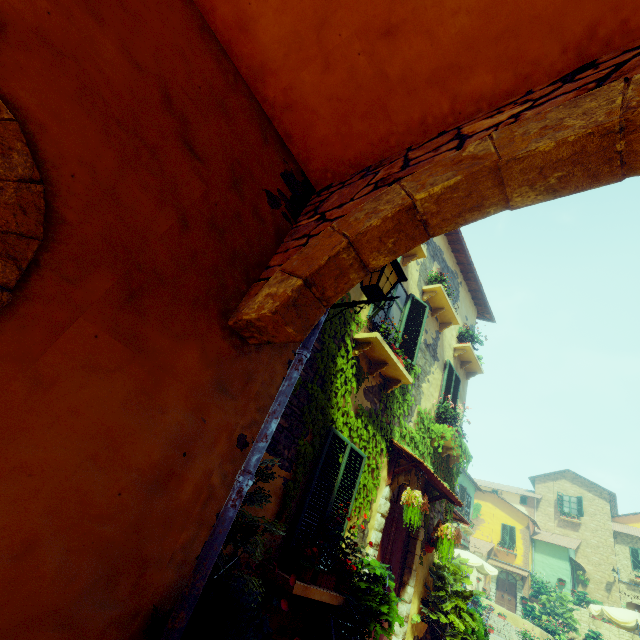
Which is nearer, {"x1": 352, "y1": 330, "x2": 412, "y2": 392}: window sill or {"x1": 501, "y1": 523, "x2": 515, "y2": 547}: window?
{"x1": 352, "y1": 330, "x2": 412, "y2": 392}: window sill

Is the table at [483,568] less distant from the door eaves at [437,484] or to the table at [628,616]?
the table at [628,616]

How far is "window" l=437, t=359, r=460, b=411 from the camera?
8.4m

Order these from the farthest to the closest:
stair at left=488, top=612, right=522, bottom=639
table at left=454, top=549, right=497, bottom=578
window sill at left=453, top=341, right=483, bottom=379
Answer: stair at left=488, top=612, right=522, bottom=639, table at left=454, top=549, right=497, bottom=578, window sill at left=453, top=341, right=483, bottom=379

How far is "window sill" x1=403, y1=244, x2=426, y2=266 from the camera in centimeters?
722cm

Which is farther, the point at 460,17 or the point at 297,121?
the point at 297,121

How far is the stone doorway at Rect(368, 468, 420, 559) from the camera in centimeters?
547cm

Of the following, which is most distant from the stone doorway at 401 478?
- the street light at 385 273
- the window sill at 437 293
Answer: the street light at 385 273
